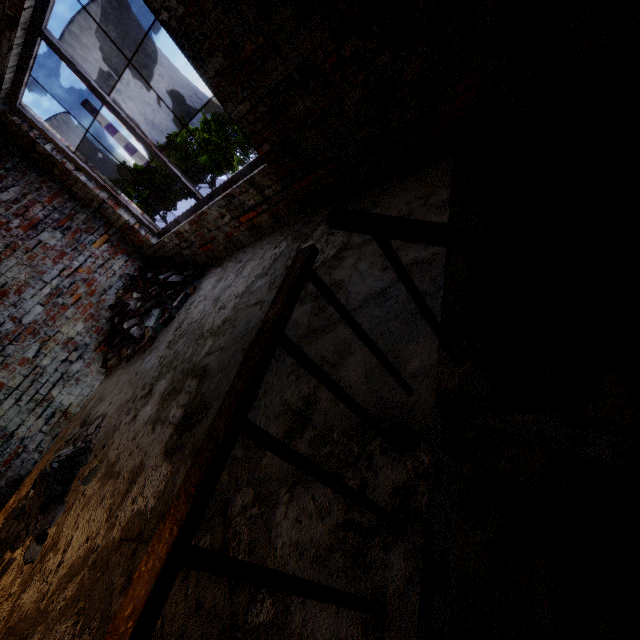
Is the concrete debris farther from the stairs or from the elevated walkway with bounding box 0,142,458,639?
the stairs

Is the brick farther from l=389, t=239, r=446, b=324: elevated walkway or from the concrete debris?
the concrete debris

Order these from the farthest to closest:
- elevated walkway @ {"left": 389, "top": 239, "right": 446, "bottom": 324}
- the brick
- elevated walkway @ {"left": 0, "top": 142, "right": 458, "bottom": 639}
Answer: the brick < elevated walkway @ {"left": 389, "top": 239, "right": 446, "bottom": 324} < elevated walkway @ {"left": 0, "top": 142, "right": 458, "bottom": 639}

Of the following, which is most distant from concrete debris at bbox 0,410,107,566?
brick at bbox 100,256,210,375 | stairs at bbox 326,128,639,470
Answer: stairs at bbox 326,128,639,470

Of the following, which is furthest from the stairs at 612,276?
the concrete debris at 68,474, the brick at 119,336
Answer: the brick at 119,336

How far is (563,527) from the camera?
3.41m

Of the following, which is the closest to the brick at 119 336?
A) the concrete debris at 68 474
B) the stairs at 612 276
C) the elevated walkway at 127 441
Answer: the elevated walkway at 127 441
